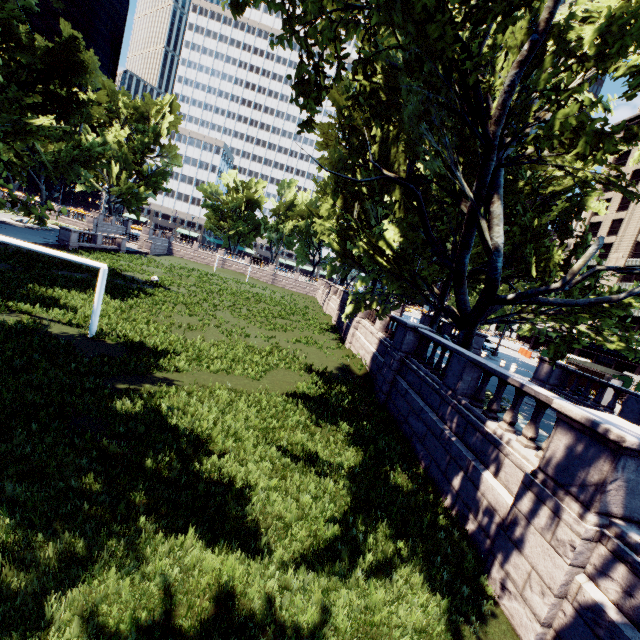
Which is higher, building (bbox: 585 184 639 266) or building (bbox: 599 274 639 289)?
building (bbox: 585 184 639 266)

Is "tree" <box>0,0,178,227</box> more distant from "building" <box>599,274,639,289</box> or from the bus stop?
"building" <box>599,274,639,289</box>

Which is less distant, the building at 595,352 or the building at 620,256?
the building at 595,352

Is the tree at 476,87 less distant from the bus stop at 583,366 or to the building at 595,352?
the bus stop at 583,366

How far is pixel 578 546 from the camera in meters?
5.3

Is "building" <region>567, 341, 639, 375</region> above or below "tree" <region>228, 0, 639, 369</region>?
below

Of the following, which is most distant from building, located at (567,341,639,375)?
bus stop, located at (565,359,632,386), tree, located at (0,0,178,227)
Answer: bus stop, located at (565,359,632,386)
